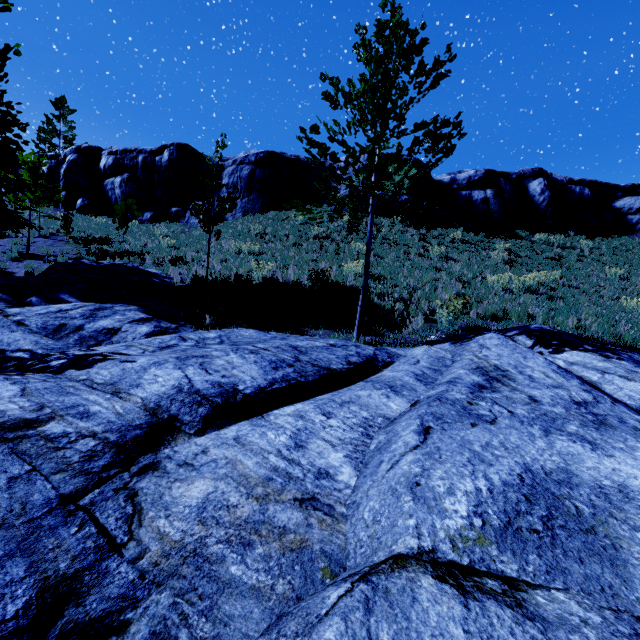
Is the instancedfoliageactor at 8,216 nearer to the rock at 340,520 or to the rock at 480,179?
the rock at 340,520

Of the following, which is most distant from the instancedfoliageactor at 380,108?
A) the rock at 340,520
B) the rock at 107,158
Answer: the rock at 107,158

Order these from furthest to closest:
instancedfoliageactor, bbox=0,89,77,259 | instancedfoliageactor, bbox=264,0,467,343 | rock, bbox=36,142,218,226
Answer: rock, bbox=36,142,218,226
instancedfoliageactor, bbox=0,89,77,259
instancedfoliageactor, bbox=264,0,467,343

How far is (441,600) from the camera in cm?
99

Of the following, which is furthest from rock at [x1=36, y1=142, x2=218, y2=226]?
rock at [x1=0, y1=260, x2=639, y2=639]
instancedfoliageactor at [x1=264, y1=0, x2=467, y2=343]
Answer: rock at [x1=0, y1=260, x2=639, y2=639]

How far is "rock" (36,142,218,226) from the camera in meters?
27.1

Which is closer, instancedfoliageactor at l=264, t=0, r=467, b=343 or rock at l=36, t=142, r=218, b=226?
instancedfoliageactor at l=264, t=0, r=467, b=343

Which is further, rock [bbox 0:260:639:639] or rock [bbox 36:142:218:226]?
rock [bbox 36:142:218:226]
